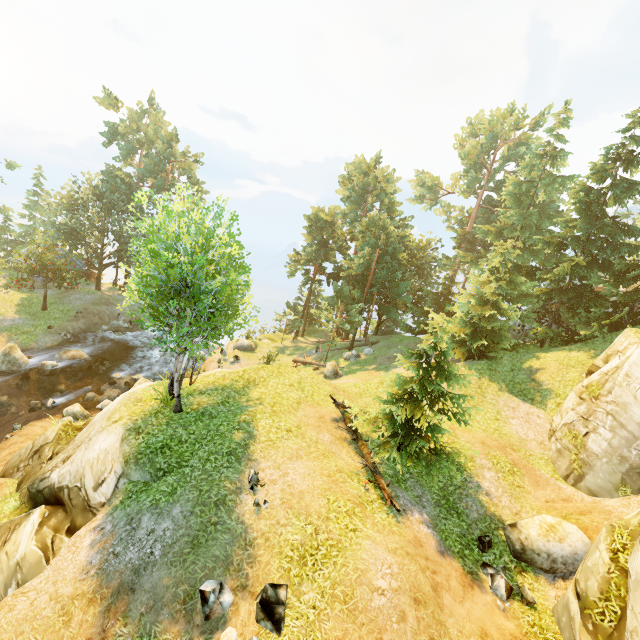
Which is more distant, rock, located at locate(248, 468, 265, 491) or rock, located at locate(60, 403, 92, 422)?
rock, located at locate(60, 403, 92, 422)

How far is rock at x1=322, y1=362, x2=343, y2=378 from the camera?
26.34m

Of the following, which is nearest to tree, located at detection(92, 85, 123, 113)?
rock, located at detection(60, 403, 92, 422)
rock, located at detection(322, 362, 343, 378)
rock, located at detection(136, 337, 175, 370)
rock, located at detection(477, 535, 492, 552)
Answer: rock, located at detection(136, 337, 175, 370)

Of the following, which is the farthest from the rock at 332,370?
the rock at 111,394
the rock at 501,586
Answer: the rock at 501,586

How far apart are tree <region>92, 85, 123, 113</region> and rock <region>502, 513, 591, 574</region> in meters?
53.3

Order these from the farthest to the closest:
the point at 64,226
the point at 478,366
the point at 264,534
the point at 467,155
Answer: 1. the point at 467,155
2. the point at 64,226
3. the point at 478,366
4. the point at 264,534

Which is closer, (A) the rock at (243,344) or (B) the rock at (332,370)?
(B) the rock at (332,370)

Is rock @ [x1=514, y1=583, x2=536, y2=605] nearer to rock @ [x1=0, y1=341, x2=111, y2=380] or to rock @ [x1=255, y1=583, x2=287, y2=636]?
rock @ [x1=255, y1=583, x2=287, y2=636]
